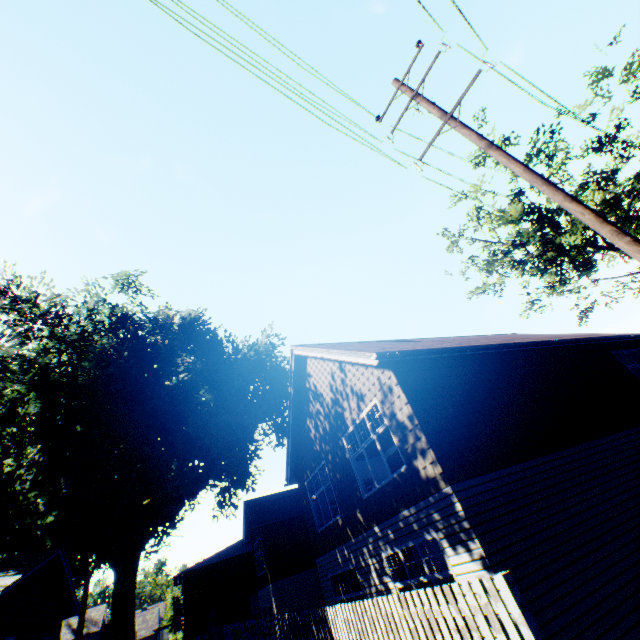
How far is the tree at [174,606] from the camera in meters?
52.4 m

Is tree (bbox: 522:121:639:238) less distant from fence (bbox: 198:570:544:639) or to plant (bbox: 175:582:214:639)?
plant (bbox: 175:582:214:639)

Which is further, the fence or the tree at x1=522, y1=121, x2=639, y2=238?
the tree at x1=522, y1=121, x2=639, y2=238

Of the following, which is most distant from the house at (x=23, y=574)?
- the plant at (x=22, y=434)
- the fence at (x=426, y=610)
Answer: the fence at (x=426, y=610)

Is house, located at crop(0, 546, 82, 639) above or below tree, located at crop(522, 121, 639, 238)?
below

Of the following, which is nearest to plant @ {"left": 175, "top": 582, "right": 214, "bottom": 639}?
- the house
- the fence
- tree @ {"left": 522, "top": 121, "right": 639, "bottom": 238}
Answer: the house

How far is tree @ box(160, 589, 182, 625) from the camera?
52.41m

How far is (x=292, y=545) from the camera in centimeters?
2241cm
